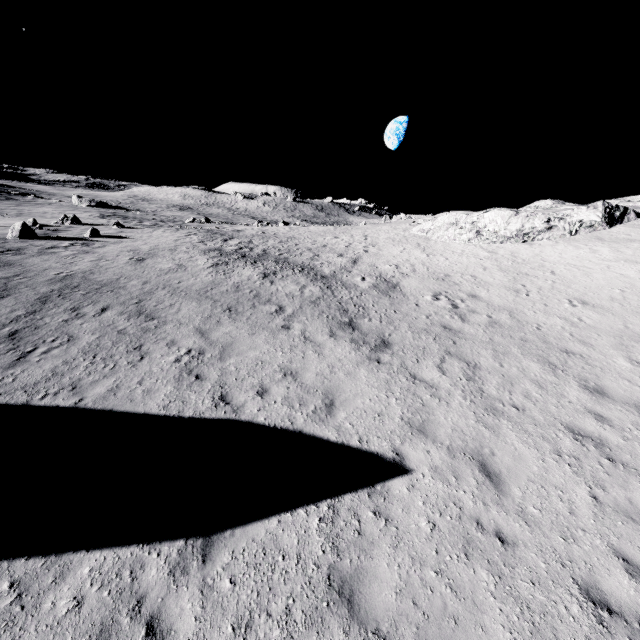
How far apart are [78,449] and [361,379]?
7.30m
